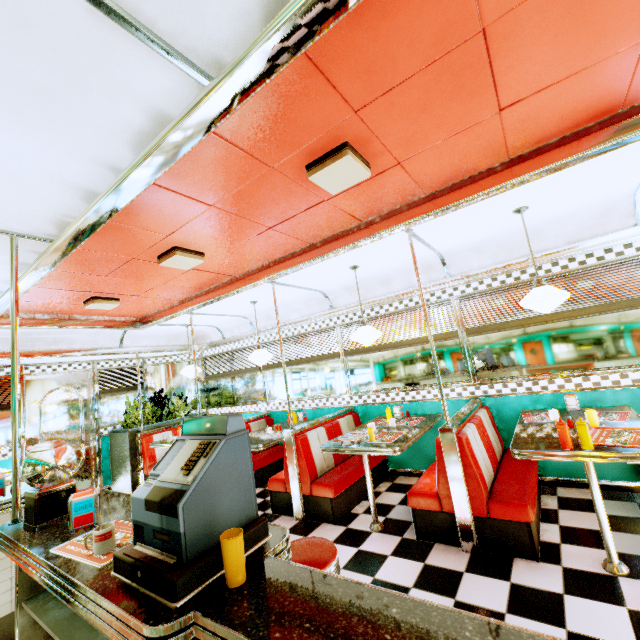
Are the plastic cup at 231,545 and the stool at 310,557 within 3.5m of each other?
yes

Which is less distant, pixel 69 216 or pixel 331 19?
pixel 331 19

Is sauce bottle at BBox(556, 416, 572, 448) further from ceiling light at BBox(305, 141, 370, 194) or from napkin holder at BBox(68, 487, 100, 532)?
napkin holder at BBox(68, 487, 100, 532)

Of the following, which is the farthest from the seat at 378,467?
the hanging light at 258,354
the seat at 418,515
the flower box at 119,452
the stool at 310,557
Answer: the flower box at 119,452

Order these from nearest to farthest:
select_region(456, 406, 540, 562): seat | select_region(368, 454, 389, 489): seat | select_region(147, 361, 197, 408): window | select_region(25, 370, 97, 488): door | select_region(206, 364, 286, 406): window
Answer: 1. select_region(456, 406, 540, 562): seat
2. select_region(368, 454, 389, 489): seat
3. select_region(25, 370, 97, 488): door
4. select_region(206, 364, 286, 406): window
5. select_region(147, 361, 197, 408): window

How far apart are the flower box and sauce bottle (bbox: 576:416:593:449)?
6.9m

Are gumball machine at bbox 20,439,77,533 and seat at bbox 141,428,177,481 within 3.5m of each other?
no

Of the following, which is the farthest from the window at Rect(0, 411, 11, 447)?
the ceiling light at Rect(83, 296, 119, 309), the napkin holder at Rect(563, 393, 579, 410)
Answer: the napkin holder at Rect(563, 393, 579, 410)
